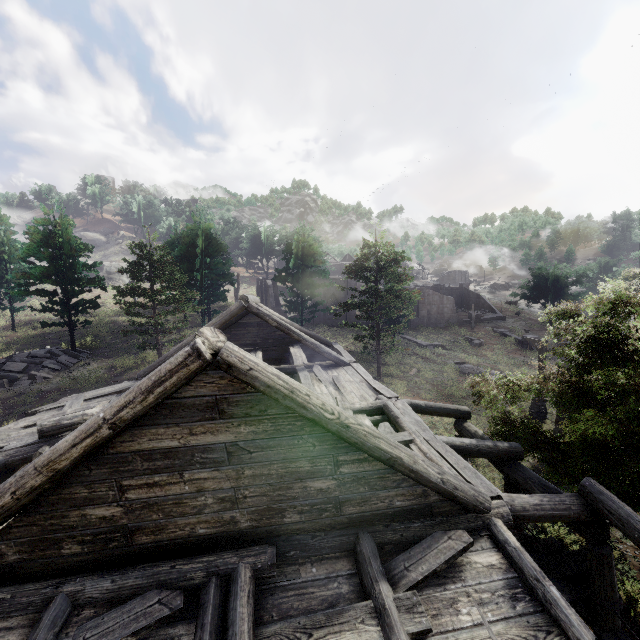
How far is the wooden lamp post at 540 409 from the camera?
19.34m

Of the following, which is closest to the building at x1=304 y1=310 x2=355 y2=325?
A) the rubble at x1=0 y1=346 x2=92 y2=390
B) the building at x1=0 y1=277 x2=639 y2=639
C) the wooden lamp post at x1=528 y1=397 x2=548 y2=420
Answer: the wooden lamp post at x1=528 y1=397 x2=548 y2=420

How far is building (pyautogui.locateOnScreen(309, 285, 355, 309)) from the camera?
41.1 meters

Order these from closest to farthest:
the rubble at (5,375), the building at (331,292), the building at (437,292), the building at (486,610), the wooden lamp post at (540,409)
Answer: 1. the building at (486,610)
2. the wooden lamp post at (540,409)
3. the rubble at (5,375)
4. the building at (331,292)
5. the building at (437,292)

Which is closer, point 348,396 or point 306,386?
point 348,396

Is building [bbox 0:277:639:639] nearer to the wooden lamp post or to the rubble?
the wooden lamp post

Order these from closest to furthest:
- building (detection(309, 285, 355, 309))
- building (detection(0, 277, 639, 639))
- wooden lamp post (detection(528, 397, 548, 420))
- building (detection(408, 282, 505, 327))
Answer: building (detection(0, 277, 639, 639))
wooden lamp post (detection(528, 397, 548, 420))
building (detection(309, 285, 355, 309))
building (detection(408, 282, 505, 327))
